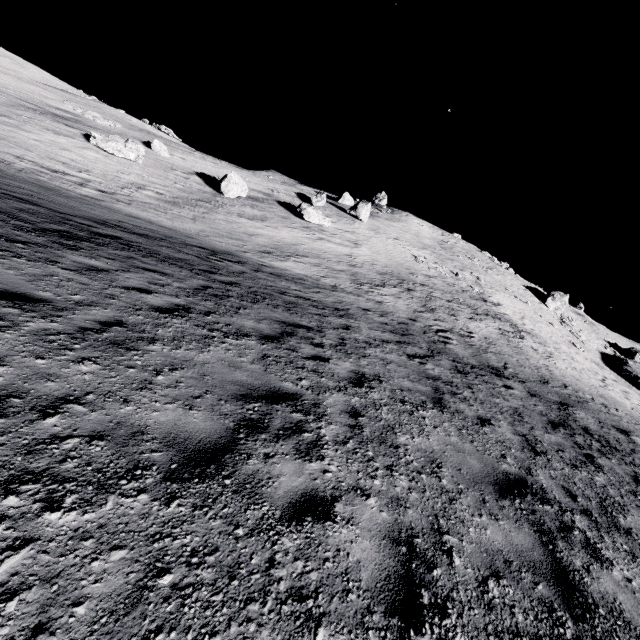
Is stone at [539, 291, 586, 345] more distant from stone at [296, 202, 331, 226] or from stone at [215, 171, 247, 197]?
stone at [215, 171, 247, 197]

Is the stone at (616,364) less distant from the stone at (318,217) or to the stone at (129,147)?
the stone at (318,217)

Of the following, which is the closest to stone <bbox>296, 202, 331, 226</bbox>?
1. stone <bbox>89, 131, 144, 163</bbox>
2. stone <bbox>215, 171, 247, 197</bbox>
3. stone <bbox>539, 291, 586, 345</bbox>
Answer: stone <bbox>215, 171, 247, 197</bbox>

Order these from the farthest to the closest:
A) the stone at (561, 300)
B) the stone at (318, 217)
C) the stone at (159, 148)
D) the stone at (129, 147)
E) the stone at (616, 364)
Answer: the stone at (561, 300) < the stone at (616, 364) < the stone at (159, 148) < the stone at (318, 217) < the stone at (129, 147)

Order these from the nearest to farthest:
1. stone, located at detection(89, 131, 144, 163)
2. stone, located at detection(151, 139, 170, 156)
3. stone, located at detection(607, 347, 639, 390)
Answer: stone, located at detection(89, 131, 144, 163) → stone, located at detection(151, 139, 170, 156) → stone, located at detection(607, 347, 639, 390)

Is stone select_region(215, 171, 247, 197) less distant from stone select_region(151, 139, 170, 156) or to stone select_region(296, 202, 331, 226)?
stone select_region(296, 202, 331, 226)

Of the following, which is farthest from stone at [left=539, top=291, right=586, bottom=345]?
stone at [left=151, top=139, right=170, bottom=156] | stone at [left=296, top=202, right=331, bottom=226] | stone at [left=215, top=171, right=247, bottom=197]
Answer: stone at [left=151, top=139, right=170, bottom=156]

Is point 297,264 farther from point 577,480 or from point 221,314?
point 577,480
